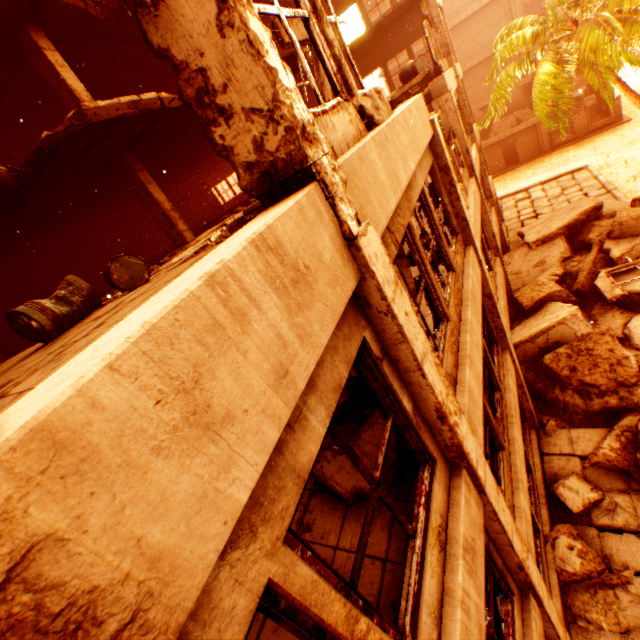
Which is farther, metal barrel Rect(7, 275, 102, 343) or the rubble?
the rubble

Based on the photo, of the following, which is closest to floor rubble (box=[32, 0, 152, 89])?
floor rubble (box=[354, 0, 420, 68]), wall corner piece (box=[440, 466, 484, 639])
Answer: floor rubble (box=[354, 0, 420, 68])

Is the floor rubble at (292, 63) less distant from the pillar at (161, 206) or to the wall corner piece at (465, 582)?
the pillar at (161, 206)

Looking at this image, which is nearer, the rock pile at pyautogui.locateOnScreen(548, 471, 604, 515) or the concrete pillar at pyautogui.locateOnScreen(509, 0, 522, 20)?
the rock pile at pyautogui.locateOnScreen(548, 471, 604, 515)

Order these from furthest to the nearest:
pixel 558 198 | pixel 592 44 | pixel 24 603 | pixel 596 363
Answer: pixel 558 198, pixel 592 44, pixel 596 363, pixel 24 603

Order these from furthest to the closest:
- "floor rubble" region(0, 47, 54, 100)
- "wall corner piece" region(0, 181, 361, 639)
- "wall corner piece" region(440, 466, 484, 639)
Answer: "floor rubble" region(0, 47, 54, 100) < "wall corner piece" region(440, 466, 484, 639) < "wall corner piece" region(0, 181, 361, 639)

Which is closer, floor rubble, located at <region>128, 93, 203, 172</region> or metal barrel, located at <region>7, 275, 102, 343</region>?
metal barrel, located at <region>7, 275, 102, 343</region>

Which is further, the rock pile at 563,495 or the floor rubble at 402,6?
the floor rubble at 402,6
